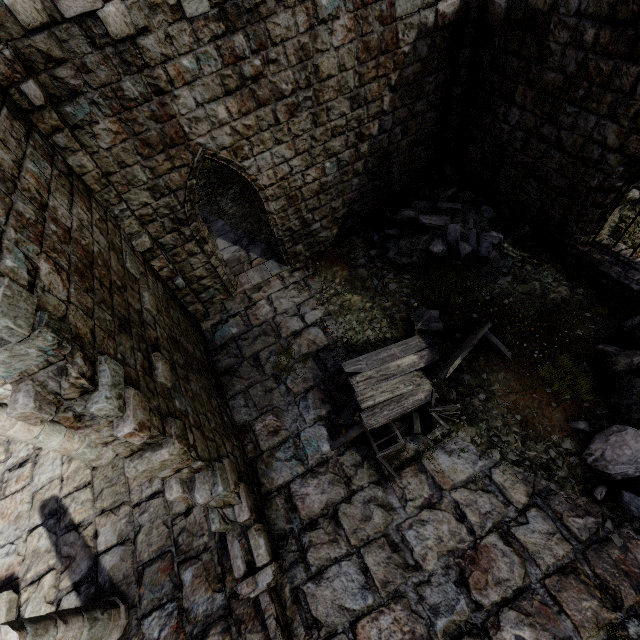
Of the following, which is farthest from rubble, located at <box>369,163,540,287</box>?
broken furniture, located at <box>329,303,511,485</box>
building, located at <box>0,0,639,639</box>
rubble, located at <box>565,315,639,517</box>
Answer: rubble, located at <box>565,315,639,517</box>

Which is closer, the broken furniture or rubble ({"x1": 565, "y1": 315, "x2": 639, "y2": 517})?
rubble ({"x1": 565, "y1": 315, "x2": 639, "y2": 517})

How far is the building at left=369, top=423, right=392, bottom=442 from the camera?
6.94m

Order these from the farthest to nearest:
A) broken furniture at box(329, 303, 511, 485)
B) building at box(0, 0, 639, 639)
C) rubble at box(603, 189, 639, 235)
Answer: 1. rubble at box(603, 189, 639, 235)
2. broken furniture at box(329, 303, 511, 485)
3. building at box(0, 0, 639, 639)

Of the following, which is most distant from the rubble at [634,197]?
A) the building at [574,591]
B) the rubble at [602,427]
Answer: the rubble at [602,427]

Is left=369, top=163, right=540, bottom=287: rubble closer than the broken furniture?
No

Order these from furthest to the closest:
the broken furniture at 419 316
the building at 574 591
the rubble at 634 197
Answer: the rubble at 634 197
the broken furniture at 419 316
the building at 574 591

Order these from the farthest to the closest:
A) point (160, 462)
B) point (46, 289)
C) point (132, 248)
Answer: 1. point (132, 248)
2. point (160, 462)
3. point (46, 289)
